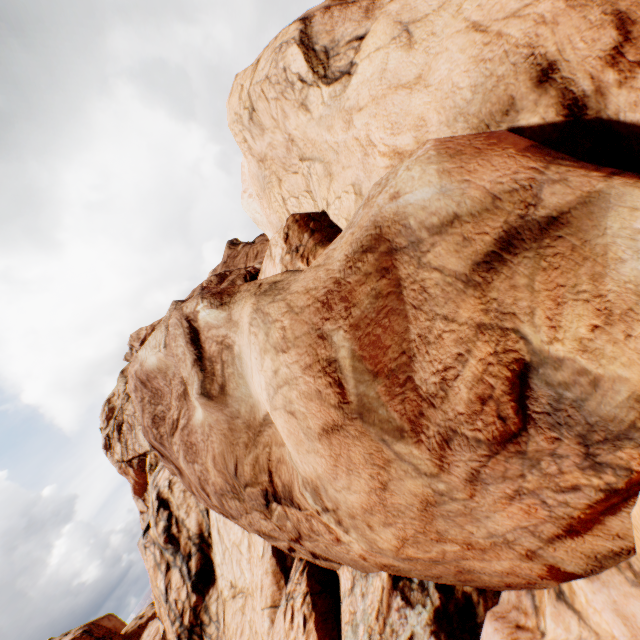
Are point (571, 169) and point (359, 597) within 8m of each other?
no
